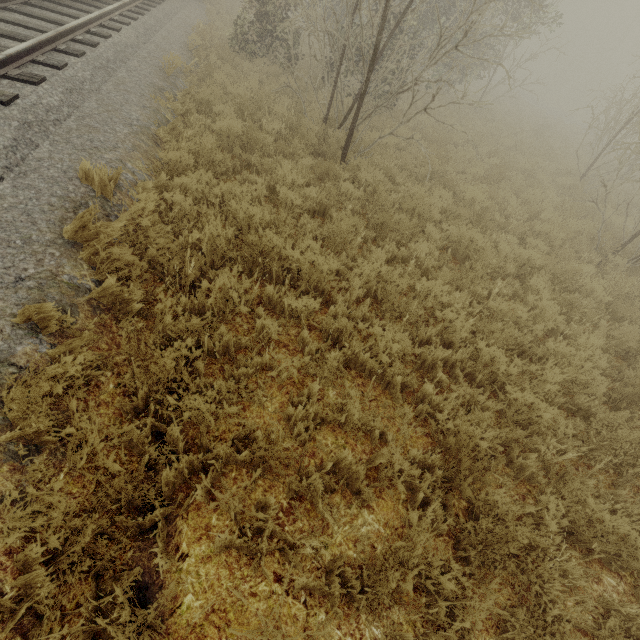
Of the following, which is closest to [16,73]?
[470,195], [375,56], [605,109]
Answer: [375,56]
